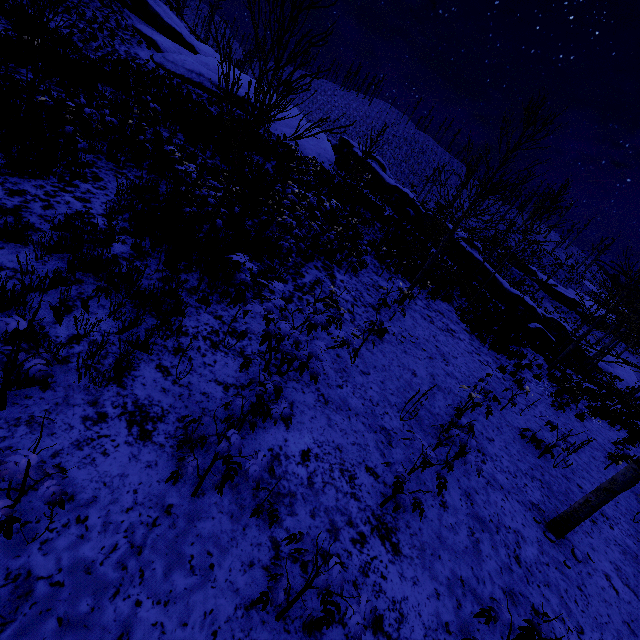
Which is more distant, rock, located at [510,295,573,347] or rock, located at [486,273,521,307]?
rock, located at [486,273,521,307]

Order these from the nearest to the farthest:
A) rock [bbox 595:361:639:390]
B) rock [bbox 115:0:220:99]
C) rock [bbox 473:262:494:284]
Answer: rock [bbox 115:0:220:99] < rock [bbox 473:262:494:284] < rock [bbox 595:361:639:390]

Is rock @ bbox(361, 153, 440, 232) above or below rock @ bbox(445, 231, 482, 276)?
above

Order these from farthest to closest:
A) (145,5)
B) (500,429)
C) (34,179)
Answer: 1. (145,5)
2. (500,429)
3. (34,179)

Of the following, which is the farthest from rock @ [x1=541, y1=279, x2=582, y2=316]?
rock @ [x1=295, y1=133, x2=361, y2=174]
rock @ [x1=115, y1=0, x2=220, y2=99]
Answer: rock @ [x1=115, y1=0, x2=220, y2=99]

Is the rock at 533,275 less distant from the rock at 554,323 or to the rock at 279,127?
the rock at 554,323

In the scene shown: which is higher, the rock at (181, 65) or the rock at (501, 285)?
the rock at (181, 65)
